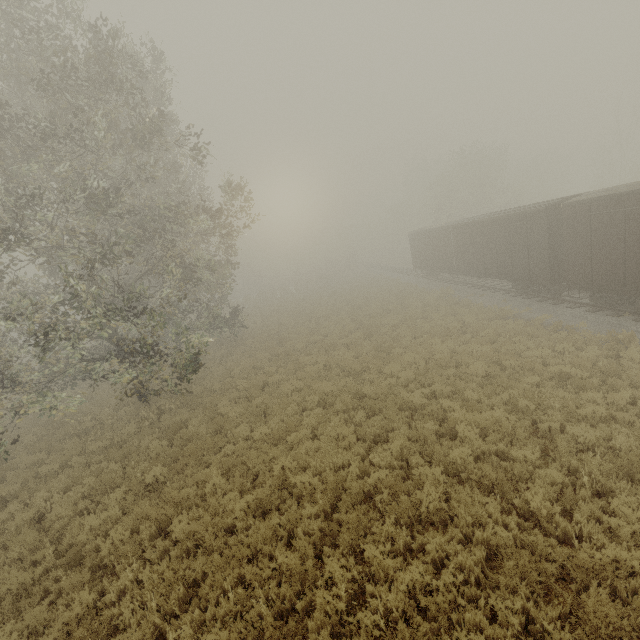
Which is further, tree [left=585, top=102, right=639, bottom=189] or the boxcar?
tree [left=585, top=102, right=639, bottom=189]

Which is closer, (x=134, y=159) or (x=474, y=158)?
(x=134, y=159)

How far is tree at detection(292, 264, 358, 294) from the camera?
47.2 meters

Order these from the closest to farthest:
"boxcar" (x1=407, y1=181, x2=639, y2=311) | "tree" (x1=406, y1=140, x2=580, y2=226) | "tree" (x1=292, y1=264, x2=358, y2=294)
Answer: "boxcar" (x1=407, y1=181, x2=639, y2=311)
"tree" (x1=406, y1=140, x2=580, y2=226)
"tree" (x1=292, y1=264, x2=358, y2=294)

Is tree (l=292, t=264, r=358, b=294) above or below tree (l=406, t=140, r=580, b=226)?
below

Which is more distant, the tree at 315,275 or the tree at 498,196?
the tree at 315,275

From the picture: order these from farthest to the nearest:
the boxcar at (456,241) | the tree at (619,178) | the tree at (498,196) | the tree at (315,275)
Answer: the tree at (315,275) < the tree at (498,196) < the tree at (619,178) < the boxcar at (456,241)
